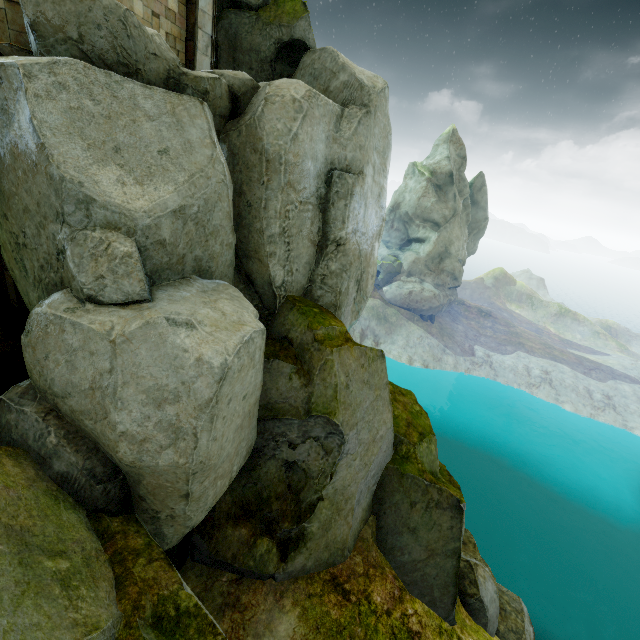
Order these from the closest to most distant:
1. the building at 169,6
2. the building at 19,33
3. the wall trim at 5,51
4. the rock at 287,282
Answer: the rock at 287,282 → the wall trim at 5,51 → the building at 19,33 → the building at 169,6

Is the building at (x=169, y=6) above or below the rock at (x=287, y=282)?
above

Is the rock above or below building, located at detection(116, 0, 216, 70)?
below

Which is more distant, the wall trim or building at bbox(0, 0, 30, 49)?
building at bbox(0, 0, 30, 49)

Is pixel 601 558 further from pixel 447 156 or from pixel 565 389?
pixel 447 156

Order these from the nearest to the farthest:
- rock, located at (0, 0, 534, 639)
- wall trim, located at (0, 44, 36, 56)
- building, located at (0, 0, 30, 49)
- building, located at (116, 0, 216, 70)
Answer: rock, located at (0, 0, 534, 639), wall trim, located at (0, 44, 36, 56), building, located at (0, 0, 30, 49), building, located at (116, 0, 216, 70)

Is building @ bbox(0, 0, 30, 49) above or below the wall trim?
above
